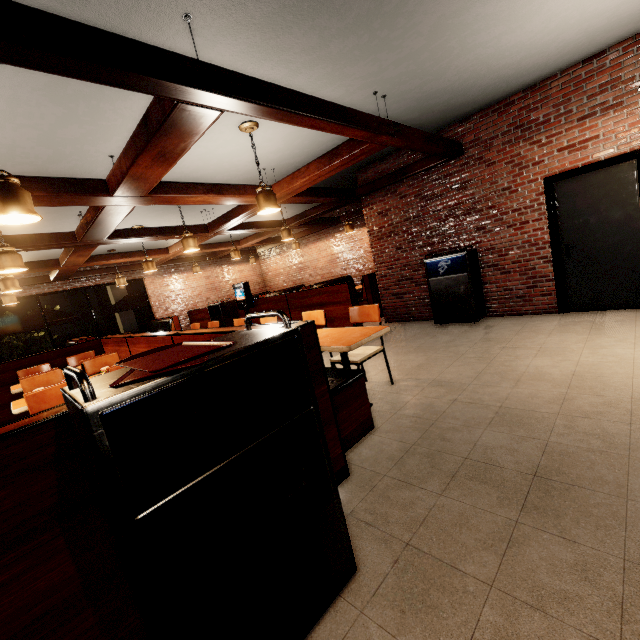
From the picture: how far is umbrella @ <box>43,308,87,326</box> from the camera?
9.8m

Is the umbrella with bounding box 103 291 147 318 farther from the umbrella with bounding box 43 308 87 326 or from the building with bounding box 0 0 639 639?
the umbrella with bounding box 43 308 87 326

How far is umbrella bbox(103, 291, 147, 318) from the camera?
11.3m

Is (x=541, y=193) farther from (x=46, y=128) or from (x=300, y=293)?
(x=46, y=128)

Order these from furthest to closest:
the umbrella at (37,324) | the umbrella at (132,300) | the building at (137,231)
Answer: the umbrella at (132,300) → the umbrella at (37,324) → the building at (137,231)

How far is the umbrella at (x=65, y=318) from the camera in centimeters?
979cm

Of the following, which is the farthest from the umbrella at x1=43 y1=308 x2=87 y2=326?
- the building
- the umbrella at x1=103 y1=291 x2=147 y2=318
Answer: the umbrella at x1=103 y1=291 x2=147 y2=318

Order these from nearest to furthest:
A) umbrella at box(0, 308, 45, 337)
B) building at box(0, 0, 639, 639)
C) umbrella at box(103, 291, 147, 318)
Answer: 1. building at box(0, 0, 639, 639)
2. umbrella at box(0, 308, 45, 337)
3. umbrella at box(103, 291, 147, 318)
